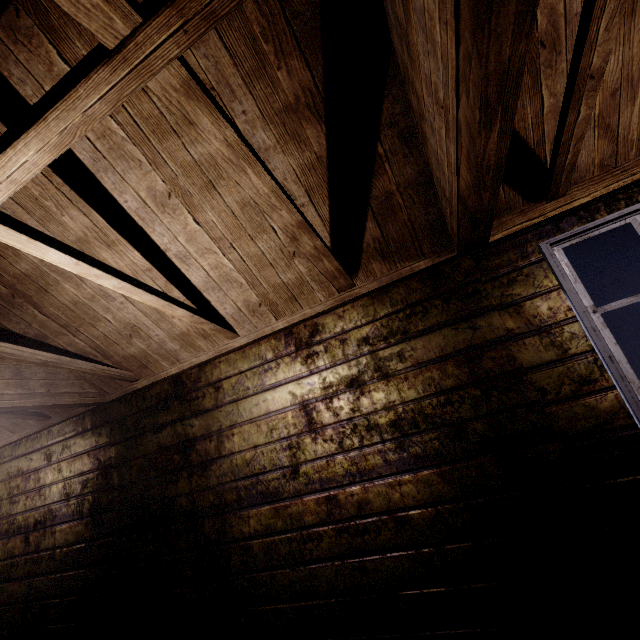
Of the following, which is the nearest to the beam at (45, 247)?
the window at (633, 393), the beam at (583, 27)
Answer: the beam at (583, 27)

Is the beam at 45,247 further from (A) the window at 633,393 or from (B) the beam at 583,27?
(A) the window at 633,393

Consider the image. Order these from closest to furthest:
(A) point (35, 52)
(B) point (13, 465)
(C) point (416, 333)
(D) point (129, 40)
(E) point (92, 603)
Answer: (D) point (129, 40) < (A) point (35, 52) < (C) point (416, 333) < (E) point (92, 603) < (B) point (13, 465)

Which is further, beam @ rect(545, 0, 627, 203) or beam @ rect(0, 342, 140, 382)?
beam @ rect(0, 342, 140, 382)

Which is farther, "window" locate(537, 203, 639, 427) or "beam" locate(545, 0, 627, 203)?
"window" locate(537, 203, 639, 427)

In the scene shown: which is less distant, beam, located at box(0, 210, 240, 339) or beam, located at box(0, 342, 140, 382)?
beam, located at box(0, 210, 240, 339)

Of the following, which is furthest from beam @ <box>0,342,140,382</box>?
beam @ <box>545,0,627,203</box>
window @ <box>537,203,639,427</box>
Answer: window @ <box>537,203,639,427</box>
